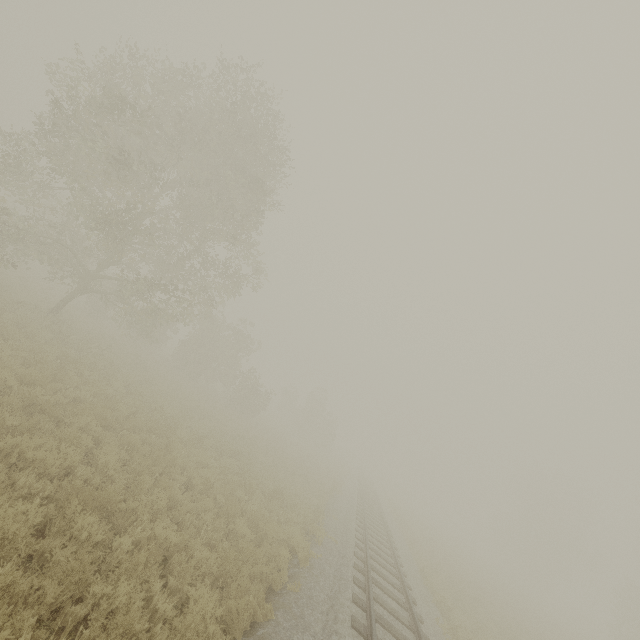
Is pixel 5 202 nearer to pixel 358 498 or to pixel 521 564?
pixel 358 498
